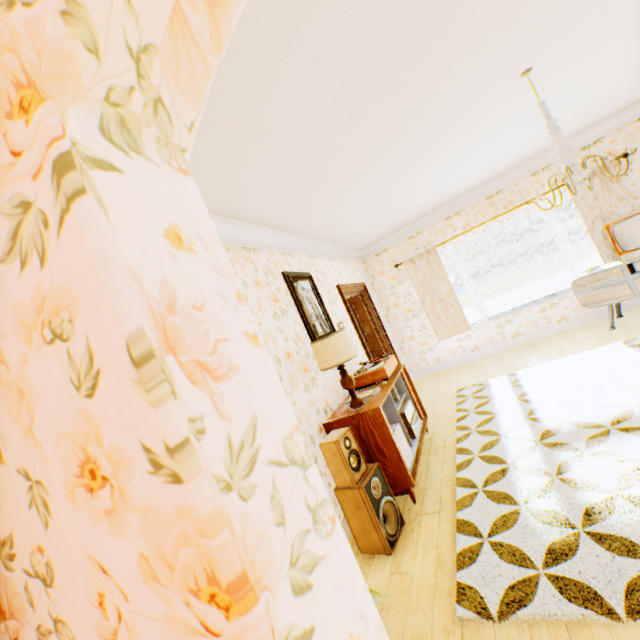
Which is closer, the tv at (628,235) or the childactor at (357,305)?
the tv at (628,235)

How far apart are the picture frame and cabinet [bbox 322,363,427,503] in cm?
70

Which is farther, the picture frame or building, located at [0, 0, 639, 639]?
the picture frame

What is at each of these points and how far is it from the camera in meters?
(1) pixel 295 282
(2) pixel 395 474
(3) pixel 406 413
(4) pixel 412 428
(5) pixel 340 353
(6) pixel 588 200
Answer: (1) picture frame, 4.0
(2) cabinet, 3.0
(3) amplifier, 3.8
(4) receiver, 3.8
(5) lamp, 3.1
(6) building, 5.6

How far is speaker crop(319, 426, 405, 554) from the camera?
2.6 meters

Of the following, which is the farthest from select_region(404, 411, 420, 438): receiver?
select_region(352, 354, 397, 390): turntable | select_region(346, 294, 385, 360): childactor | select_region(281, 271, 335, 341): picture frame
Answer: select_region(346, 294, 385, 360): childactor

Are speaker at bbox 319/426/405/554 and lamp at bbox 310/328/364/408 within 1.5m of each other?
yes

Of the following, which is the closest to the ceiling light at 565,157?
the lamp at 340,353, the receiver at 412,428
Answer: the lamp at 340,353
